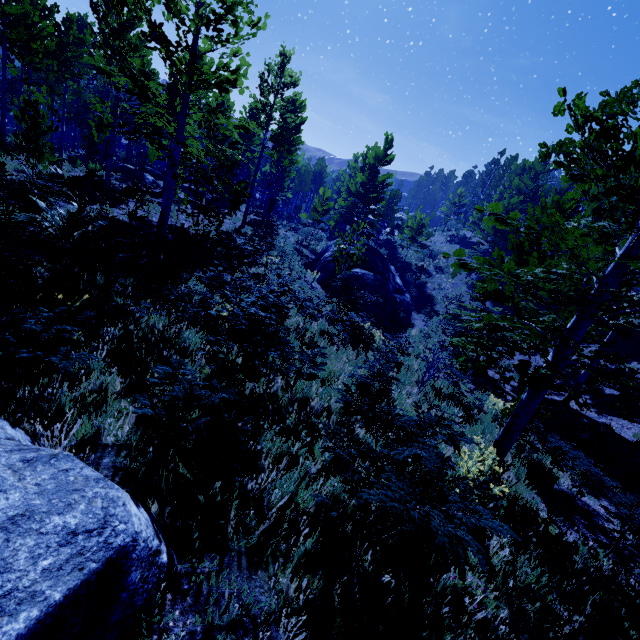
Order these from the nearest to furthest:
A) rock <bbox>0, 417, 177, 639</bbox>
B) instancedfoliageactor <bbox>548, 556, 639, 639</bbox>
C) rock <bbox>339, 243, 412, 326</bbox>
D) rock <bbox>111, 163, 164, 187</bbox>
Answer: rock <bbox>0, 417, 177, 639</bbox>
instancedfoliageactor <bbox>548, 556, 639, 639</bbox>
rock <bbox>339, 243, 412, 326</bbox>
rock <bbox>111, 163, 164, 187</bbox>

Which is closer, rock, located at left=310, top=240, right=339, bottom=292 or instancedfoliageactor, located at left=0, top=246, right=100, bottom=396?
instancedfoliageactor, located at left=0, top=246, right=100, bottom=396

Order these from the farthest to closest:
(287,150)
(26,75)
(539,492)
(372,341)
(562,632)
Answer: (26,75) < (287,150) < (372,341) < (539,492) < (562,632)

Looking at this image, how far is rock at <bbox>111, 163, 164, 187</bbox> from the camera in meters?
22.2

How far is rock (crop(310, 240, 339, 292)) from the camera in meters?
18.7 m

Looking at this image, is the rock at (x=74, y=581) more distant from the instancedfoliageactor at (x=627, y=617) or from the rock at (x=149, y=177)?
the rock at (x=149, y=177)

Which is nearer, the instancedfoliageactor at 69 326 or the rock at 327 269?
the instancedfoliageactor at 69 326

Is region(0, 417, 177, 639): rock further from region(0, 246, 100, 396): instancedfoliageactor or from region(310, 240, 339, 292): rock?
region(310, 240, 339, 292): rock
